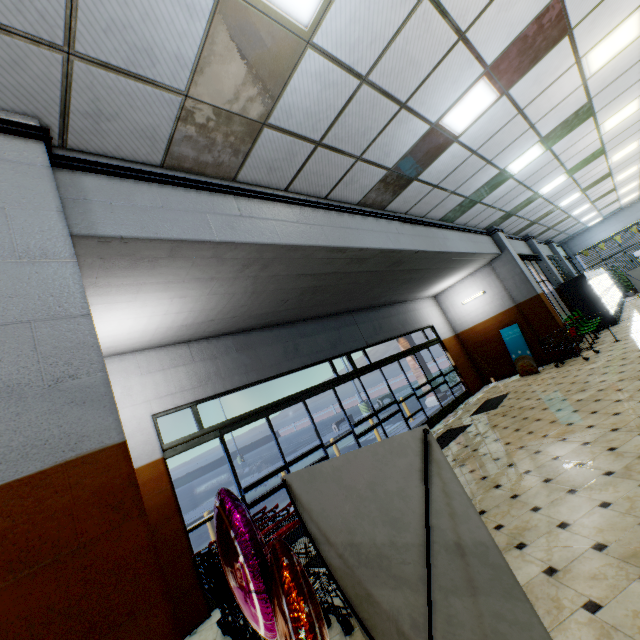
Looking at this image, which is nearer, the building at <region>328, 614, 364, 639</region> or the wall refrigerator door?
the building at <region>328, 614, 364, 639</region>

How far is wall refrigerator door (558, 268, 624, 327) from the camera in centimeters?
1253cm

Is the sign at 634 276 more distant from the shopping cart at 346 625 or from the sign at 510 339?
the shopping cart at 346 625

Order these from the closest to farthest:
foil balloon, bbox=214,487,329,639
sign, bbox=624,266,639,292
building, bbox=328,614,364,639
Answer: foil balloon, bbox=214,487,329,639 < building, bbox=328,614,364,639 < sign, bbox=624,266,639,292

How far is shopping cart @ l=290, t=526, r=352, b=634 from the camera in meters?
2.8 m

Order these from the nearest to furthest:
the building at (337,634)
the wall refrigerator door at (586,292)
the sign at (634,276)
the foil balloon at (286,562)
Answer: the foil balloon at (286,562) → the building at (337,634) → the sign at (634,276) → the wall refrigerator door at (586,292)

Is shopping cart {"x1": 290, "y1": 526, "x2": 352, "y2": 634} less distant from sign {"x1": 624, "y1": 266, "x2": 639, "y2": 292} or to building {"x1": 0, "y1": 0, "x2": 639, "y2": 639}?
building {"x1": 0, "y1": 0, "x2": 639, "y2": 639}

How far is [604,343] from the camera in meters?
10.0 m
